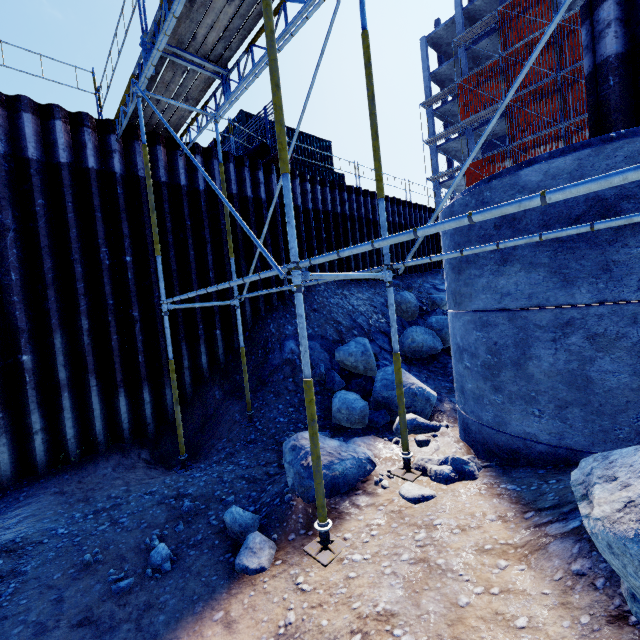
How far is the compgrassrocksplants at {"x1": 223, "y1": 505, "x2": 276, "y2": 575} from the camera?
3.2m

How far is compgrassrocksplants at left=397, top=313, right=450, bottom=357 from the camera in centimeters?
967cm

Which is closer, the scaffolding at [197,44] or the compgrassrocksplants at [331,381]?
the scaffolding at [197,44]

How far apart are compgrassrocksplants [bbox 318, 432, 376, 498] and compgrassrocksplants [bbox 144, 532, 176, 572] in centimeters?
135cm

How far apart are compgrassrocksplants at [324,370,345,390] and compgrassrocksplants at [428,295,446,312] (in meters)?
5.89

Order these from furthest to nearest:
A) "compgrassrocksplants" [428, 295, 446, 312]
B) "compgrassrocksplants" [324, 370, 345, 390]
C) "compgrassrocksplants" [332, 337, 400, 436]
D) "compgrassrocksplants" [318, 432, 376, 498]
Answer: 1. "compgrassrocksplants" [428, 295, 446, 312]
2. "compgrassrocksplants" [324, 370, 345, 390]
3. "compgrassrocksplants" [332, 337, 400, 436]
4. "compgrassrocksplants" [318, 432, 376, 498]

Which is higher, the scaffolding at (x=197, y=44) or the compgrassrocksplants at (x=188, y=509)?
the scaffolding at (x=197, y=44)

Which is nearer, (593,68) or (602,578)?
(602,578)
